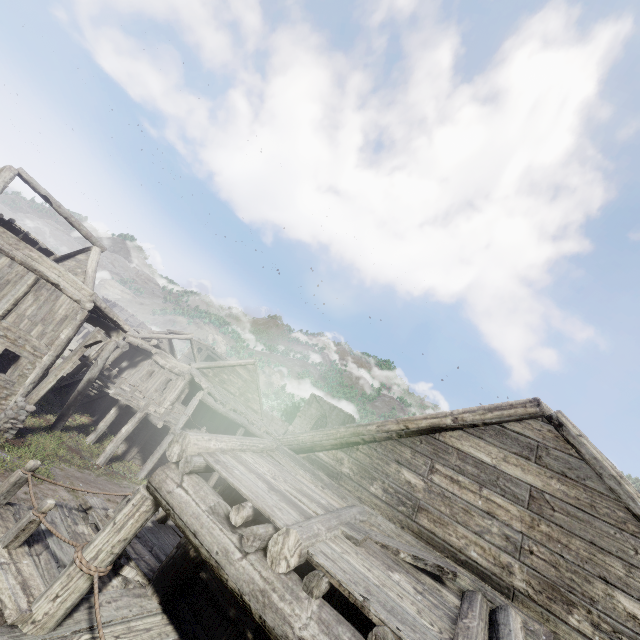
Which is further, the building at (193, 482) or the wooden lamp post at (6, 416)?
the wooden lamp post at (6, 416)

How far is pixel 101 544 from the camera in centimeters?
423cm

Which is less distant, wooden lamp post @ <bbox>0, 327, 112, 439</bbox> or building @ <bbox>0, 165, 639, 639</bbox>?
building @ <bbox>0, 165, 639, 639</bbox>
